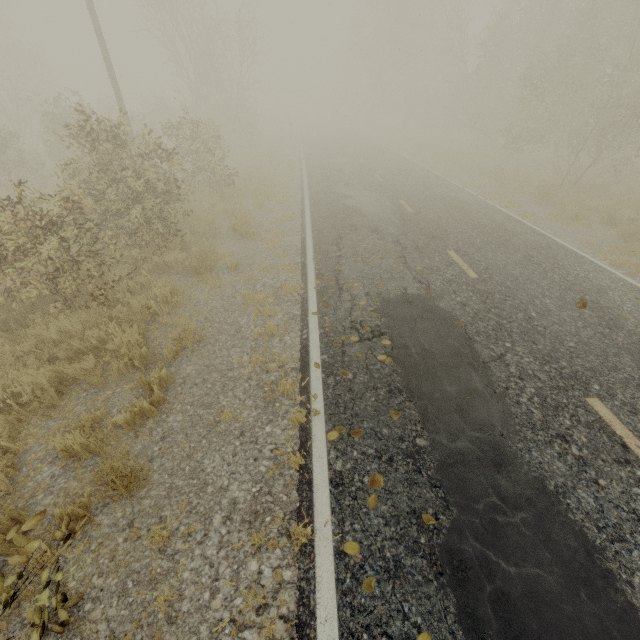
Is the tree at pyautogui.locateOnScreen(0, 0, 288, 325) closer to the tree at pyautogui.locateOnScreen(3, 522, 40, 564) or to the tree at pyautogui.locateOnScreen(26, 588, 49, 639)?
the tree at pyautogui.locateOnScreen(3, 522, 40, 564)

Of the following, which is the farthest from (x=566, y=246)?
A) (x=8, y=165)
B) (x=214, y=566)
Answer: (x=8, y=165)

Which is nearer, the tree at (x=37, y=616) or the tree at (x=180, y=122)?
the tree at (x=37, y=616)

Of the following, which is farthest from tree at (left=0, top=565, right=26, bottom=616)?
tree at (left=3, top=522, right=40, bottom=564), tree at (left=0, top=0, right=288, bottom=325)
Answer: tree at (left=0, top=0, right=288, bottom=325)

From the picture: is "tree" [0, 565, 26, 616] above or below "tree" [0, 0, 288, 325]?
below

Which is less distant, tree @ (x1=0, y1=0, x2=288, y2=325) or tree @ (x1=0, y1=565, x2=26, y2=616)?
tree @ (x1=0, y1=565, x2=26, y2=616)

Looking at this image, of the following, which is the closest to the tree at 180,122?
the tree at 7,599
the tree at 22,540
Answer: the tree at 22,540
